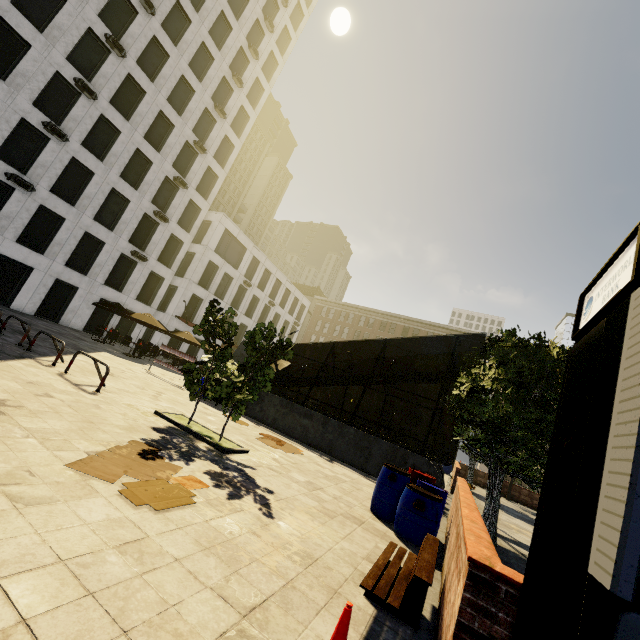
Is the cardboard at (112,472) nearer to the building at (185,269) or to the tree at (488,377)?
the tree at (488,377)

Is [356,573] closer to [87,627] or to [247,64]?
[87,627]

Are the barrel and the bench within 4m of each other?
yes

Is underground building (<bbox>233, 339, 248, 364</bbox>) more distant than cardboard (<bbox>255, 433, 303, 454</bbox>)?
Yes

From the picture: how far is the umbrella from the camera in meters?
19.9 m

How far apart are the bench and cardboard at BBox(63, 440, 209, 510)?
2.3m

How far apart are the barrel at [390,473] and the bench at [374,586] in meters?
1.4 m

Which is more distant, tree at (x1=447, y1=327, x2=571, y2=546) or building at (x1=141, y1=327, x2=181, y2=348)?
building at (x1=141, y1=327, x2=181, y2=348)
